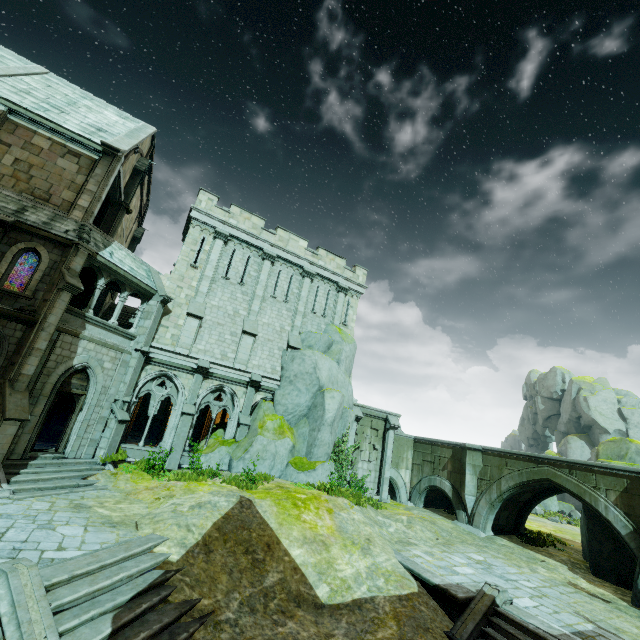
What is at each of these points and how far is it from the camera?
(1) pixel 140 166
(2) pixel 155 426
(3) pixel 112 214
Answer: (1) merlon, 20.67m
(2) stone column, 26.52m
(3) stone column, 19.28m

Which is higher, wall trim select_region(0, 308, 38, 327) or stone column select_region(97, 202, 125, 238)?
stone column select_region(97, 202, 125, 238)

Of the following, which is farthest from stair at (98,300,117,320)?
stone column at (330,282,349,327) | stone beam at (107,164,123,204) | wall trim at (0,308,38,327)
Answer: stone column at (330,282,349,327)

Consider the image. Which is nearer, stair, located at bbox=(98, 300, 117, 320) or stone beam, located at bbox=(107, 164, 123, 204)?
stone beam, located at bbox=(107, 164, 123, 204)

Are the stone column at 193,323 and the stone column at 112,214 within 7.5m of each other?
yes

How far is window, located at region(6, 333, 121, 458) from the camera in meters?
12.5 m

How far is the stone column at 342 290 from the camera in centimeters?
2411cm

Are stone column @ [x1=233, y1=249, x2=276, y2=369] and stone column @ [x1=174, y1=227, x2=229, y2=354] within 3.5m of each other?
yes
